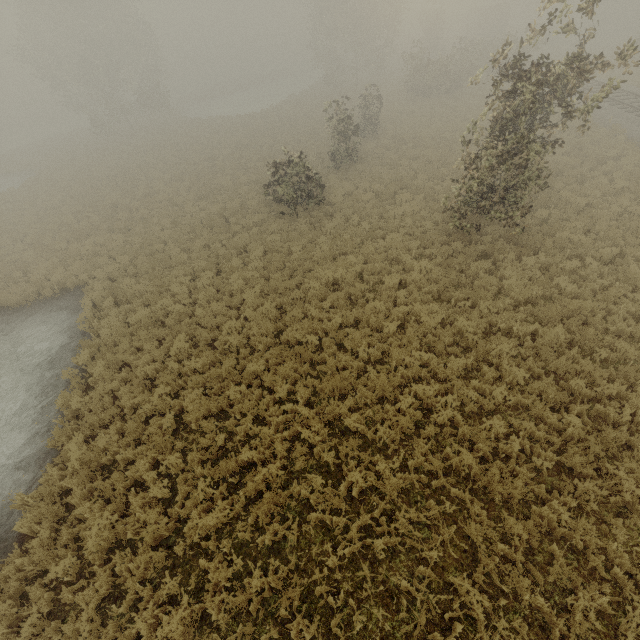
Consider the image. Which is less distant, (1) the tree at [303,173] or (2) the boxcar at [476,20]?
(1) the tree at [303,173]

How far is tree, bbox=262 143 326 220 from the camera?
15.4 meters

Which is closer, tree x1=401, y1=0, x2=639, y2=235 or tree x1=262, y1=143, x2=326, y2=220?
tree x1=401, y1=0, x2=639, y2=235

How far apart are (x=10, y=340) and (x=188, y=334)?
8.25m

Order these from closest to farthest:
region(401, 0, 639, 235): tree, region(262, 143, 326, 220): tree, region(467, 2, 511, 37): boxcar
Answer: region(401, 0, 639, 235): tree
region(262, 143, 326, 220): tree
region(467, 2, 511, 37): boxcar

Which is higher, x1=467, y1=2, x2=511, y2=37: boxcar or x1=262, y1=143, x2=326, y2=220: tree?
x1=467, y1=2, x2=511, y2=37: boxcar

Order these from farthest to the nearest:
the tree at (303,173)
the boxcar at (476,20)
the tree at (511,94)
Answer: the boxcar at (476,20)
the tree at (303,173)
the tree at (511,94)

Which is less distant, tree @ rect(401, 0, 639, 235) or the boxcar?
tree @ rect(401, 0, 639, 235)
